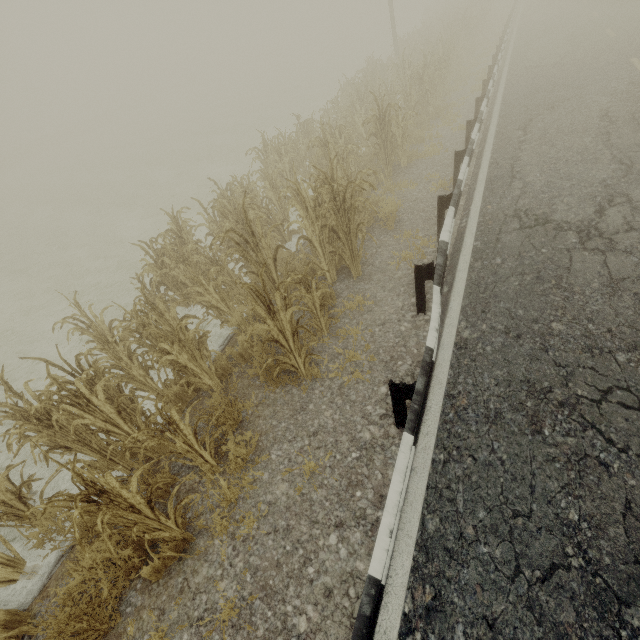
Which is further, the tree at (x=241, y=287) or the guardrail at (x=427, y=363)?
the tree at (x=241, y=287)

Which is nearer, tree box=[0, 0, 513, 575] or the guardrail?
the guardrail

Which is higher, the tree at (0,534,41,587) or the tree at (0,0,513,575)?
the tree at (0,0,513,575)

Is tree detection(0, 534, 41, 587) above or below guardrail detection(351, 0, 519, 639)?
below

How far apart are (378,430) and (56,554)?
4.4m
